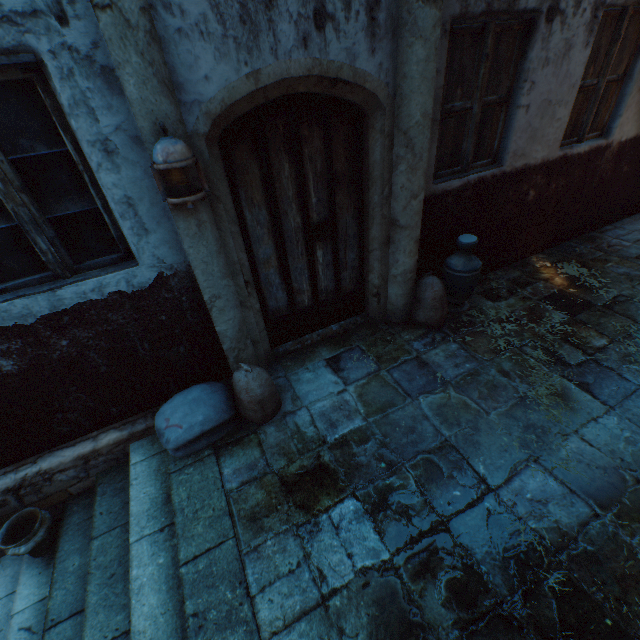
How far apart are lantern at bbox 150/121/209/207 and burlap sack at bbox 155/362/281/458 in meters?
1.4 m

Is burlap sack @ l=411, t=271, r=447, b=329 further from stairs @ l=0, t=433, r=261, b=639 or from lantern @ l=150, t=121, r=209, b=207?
lantern @ l=150, t=121, r=209, b=207

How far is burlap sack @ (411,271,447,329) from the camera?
3.7 meters

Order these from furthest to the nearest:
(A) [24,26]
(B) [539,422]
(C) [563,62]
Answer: (C) [563,62] < (B) [539,422] < (A) [24,26]

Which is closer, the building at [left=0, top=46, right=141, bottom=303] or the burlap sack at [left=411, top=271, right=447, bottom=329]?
the building at [left=0, top=46, right=141, bottom=303]

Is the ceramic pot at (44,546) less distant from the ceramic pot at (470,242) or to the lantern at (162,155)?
the lantern at (162,155)

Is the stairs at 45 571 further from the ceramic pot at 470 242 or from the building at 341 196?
the ceramic pot at 470 242
